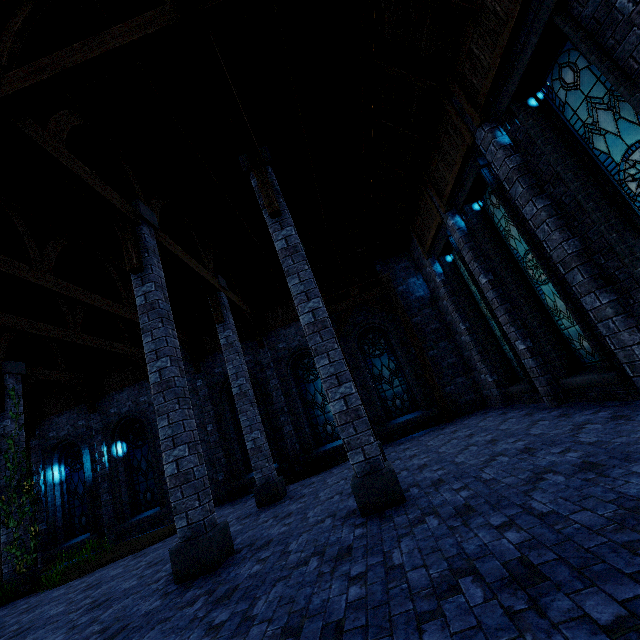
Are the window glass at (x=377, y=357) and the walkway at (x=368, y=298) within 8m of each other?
yes

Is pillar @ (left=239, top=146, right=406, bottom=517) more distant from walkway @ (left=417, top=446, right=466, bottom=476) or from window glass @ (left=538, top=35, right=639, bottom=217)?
window glass @ (left=538, top=35, right=639, bottom=217)

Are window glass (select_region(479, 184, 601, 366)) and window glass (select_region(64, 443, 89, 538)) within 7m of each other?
no

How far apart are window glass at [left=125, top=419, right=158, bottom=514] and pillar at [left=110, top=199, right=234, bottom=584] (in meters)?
9.20

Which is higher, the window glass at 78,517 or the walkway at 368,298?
the walkway at 368,298

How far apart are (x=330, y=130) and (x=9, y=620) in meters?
13.7

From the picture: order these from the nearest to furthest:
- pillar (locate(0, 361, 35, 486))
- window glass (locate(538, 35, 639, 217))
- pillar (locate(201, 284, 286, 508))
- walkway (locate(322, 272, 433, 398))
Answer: window glass (locate(538, 35, 639, 217)) < pillar (locate(201, 284, 286, 508)) < pillar (locate(0, 361, 35, 486)) < walkway (locate(322, 272, 433, 398))

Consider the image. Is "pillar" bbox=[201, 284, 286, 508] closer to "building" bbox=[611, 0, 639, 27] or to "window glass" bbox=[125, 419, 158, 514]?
"building" bbox=[611, 0, 639, 27]
